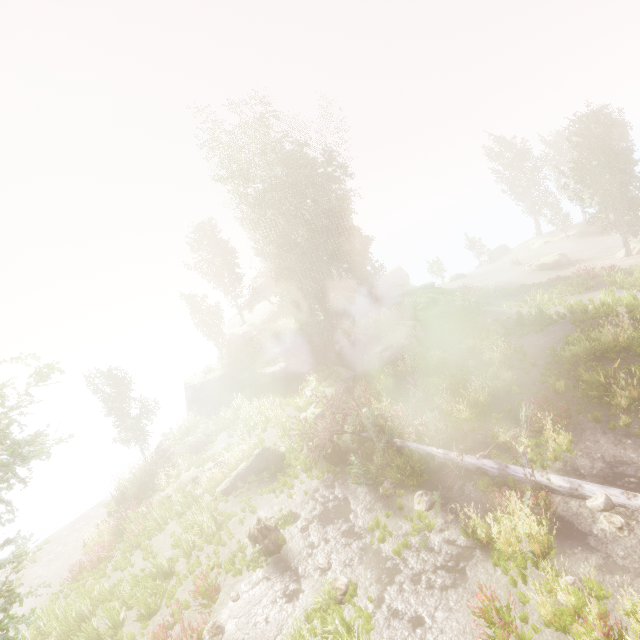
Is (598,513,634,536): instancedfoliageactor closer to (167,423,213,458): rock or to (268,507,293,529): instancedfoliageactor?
(268,507,293,529): instancedfoliageactor

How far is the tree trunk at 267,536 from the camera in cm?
1130

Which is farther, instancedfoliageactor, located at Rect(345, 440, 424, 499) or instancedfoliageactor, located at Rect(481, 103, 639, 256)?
instancedfoliageactor, located at Rect(481, 103, 639, 256)

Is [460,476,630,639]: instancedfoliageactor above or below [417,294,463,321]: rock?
below

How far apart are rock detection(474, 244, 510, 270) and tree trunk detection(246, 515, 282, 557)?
53.4 meters

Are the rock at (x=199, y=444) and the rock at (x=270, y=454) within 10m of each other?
yes

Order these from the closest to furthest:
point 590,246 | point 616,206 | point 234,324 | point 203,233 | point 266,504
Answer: point 266,504
point 616,206
point 590,246
point 203,233
point 234,324

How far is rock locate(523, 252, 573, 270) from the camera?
33.0 meters
